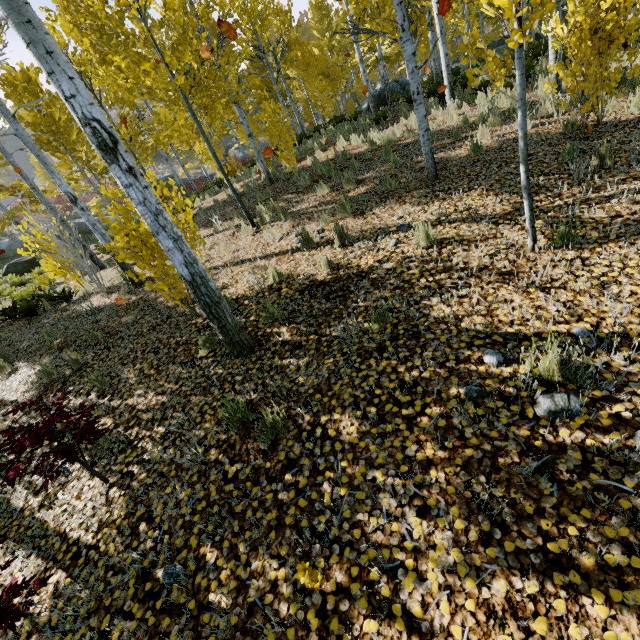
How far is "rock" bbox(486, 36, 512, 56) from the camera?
22.6m

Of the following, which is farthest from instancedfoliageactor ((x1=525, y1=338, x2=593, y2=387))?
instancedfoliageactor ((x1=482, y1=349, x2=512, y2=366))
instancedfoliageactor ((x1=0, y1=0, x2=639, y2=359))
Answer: instancedfoliageactor ((x1=0, y1=0, x2=639, y2=359))

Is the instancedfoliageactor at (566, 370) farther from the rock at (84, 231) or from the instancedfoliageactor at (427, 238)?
the rock at (84, 231)

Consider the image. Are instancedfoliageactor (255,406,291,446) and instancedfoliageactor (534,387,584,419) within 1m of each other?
no

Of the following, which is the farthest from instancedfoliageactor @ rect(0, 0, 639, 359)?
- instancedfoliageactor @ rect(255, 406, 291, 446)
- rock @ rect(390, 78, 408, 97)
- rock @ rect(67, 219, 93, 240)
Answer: rock @ rect(67, 219, 93, 240)

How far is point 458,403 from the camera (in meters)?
2.51

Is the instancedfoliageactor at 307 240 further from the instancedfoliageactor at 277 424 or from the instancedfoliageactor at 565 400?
the instancedfoliageactor at 565 400

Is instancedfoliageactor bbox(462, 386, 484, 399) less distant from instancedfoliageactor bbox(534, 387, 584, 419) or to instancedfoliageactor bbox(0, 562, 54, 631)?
instancedfoliageactor bbox(534, 387, 584, 419)
